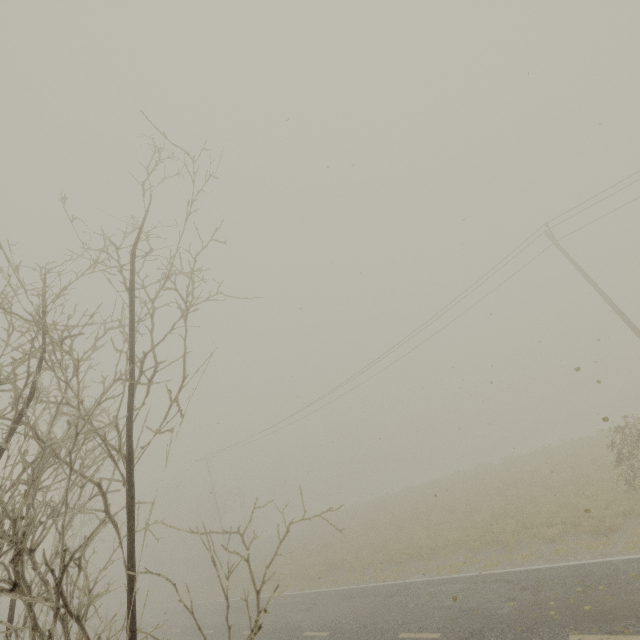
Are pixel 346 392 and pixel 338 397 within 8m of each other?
yes
